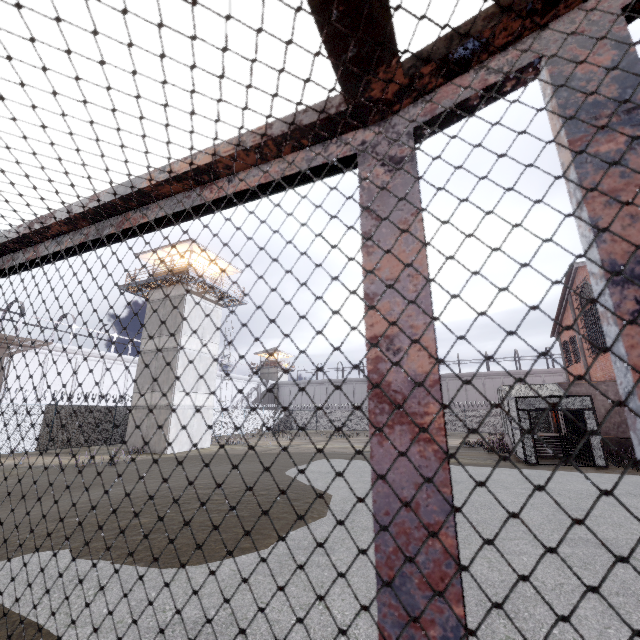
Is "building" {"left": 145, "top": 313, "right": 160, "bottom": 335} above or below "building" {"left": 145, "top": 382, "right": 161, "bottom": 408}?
above

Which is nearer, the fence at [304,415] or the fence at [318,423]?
the fence at [318,423]

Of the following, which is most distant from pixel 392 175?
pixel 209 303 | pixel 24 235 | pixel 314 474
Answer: pixel 209 303

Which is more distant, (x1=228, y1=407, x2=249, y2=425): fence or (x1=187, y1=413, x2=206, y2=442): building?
(x1=228, y1=407, x2=249, y2=425): fence

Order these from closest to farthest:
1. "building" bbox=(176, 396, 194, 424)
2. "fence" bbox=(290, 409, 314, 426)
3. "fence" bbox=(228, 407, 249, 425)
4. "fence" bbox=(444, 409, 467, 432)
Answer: "building" bbox=(176, 396, 194, 424), "fence" bbox=(228, 407, 249, 425), "fence" bbox=(444, 409, 467, 432), "fence" bbox=(290, 409, 314, 426)

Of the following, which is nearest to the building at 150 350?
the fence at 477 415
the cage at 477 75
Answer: the fence at 477 415

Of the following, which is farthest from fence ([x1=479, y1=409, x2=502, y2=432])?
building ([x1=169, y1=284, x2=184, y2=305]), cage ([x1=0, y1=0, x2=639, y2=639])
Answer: cage ([x1=0, y1=0, x2=639, y2=639])

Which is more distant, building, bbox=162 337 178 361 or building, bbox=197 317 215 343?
building, bbox=197 317 215 343
